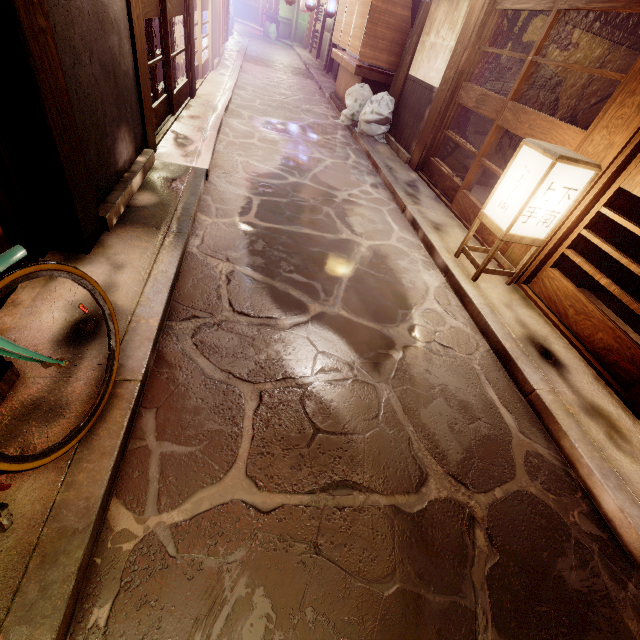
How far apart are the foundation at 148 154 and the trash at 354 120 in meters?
10.3 m

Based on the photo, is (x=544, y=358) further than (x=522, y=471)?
Yes

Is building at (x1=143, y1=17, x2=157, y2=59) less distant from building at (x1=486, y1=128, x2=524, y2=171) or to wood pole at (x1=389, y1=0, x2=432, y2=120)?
wood pole at (x1=389, y1=0, x2=432, y2=120)

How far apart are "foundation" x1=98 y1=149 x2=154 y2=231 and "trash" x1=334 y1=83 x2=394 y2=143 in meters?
10.3 m

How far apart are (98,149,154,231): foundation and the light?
7.36m

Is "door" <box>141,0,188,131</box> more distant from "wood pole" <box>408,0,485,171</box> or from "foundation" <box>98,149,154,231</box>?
"wood pole" <box>408,0,485,171</box>

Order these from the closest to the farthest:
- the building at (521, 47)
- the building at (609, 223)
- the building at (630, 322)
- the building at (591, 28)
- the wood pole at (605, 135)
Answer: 1. the wood pole at (605, 135)
2. the building at (609, 223)
3. the building at (630, 322)
4. the building at (591, 28)
5. the building at (521, 47)

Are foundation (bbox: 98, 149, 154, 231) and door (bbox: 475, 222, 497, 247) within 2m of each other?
no
